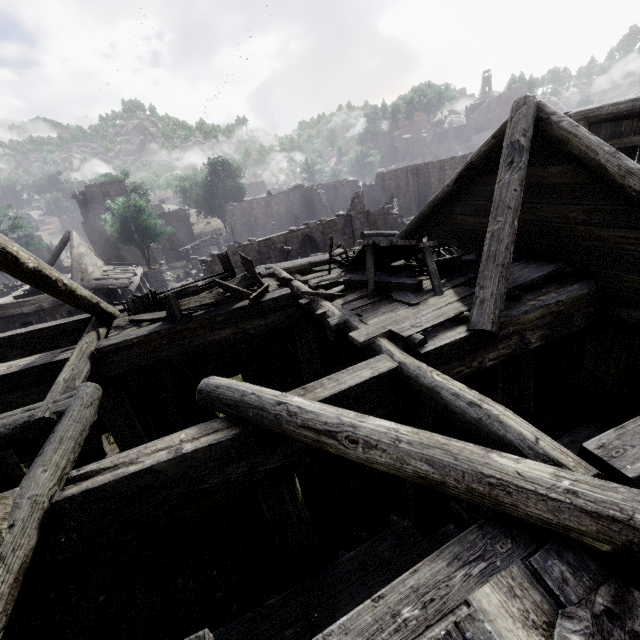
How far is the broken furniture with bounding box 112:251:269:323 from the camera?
6.95m

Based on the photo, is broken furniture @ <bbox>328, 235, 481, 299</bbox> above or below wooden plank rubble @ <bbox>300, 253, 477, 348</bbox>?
above

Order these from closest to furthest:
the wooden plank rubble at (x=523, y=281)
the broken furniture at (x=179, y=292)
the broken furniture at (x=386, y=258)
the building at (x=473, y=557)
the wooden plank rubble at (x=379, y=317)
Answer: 1. the building at (x=473, y=557)
2. the wooden plank rubble at (x=379, y=317)
3. the wooden plank rubble at (x=523, y=281)
4. the broken furniture at (x=386, y=258)
5. the broken furniture at (x=179, y=292)

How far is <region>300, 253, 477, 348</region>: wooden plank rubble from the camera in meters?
5.1 m

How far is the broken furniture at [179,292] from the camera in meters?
6.9 m

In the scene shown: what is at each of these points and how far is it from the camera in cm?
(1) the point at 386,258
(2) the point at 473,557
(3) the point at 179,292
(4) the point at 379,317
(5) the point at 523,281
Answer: (1) broken furniture, 799
(2) building, 225
(3) broken furniture, 833
(4) wooden plank rubble, 569
(5) wooden plank rubble, 576
